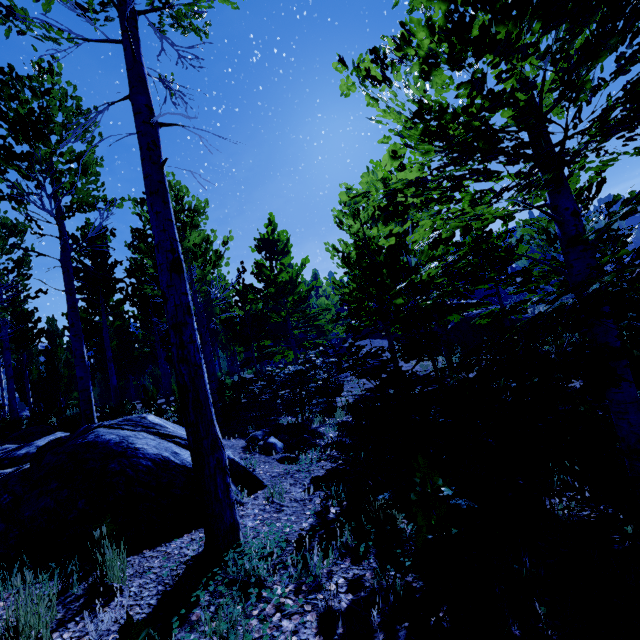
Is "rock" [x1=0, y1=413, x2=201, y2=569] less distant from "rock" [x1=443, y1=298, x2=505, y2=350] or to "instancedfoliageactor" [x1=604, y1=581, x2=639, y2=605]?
"instancedfoliageactor" [x1=604, y1=581, x2=639, y2=605]

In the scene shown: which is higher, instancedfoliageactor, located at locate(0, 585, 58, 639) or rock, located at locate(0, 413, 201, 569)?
rock, located at locate(0, 413, 201, 569)

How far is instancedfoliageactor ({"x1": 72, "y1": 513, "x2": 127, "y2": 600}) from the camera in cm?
231

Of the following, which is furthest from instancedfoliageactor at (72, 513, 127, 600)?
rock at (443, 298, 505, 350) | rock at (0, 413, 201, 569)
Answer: rock at (443, 298, 505, 350)

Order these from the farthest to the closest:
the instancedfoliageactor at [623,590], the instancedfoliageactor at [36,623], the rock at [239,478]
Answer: the rock at [239,478], the instancedfoliageactor at [36,623], the instancedfoliageactor at [623,590]

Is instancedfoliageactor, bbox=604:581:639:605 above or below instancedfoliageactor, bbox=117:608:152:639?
below

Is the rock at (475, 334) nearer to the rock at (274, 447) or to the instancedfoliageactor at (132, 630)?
the instancedfoliageactor at (132, 630)

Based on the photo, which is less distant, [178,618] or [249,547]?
[178,618]
